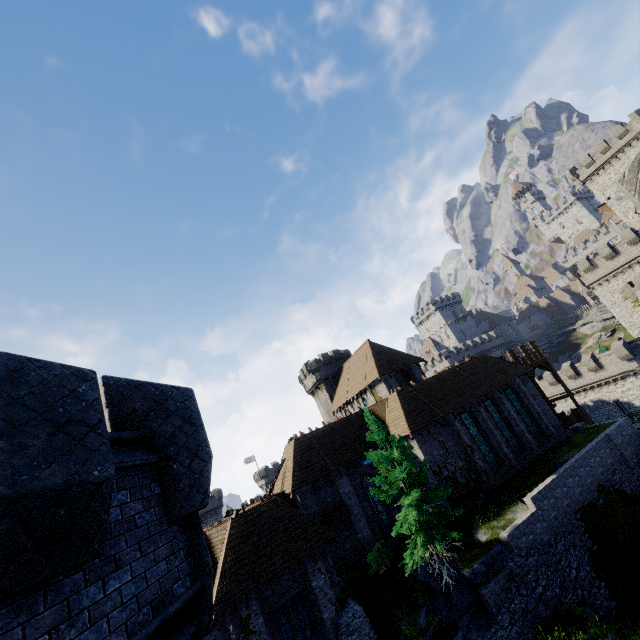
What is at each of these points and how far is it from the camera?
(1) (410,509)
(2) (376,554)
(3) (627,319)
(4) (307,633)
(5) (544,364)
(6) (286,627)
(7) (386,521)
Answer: (1) tree, 16.1m
(2) bush, 20.6m
(3) building tower, 45.3m
(4) window glass, 16.6m
(5) walkway, 35.1m
(6) window glass, 16.5m
(7) window glass, 23.2m

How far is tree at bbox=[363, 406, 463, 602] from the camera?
16.2 meters

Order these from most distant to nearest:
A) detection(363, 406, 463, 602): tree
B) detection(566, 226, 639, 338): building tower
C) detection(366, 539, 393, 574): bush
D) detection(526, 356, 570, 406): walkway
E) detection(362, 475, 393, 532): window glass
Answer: detection(566, 226, 639, 338): building tower → detection(526, 356, 570, 406): walkway → detection(362, 475, 393, 532): window glass → detection(366, 539, 393, 574): bush → detection(363, 406, 463, 602): tree

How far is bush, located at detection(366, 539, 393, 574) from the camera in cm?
2011

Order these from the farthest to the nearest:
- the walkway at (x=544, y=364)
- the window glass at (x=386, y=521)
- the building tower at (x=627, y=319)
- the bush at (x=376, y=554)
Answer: the building tower at (x=627, y=319), the walkway at (x=544, y=364), the window glass at (x=386, y=521), the bush at (x=376, y=554)

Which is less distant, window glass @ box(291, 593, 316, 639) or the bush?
window glass @ box(291, 593, 316, 639)

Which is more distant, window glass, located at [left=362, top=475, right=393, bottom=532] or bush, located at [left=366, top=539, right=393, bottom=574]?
window glass, located at [left=362, top=475, right=393, bottom=532]

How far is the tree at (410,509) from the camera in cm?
1617
